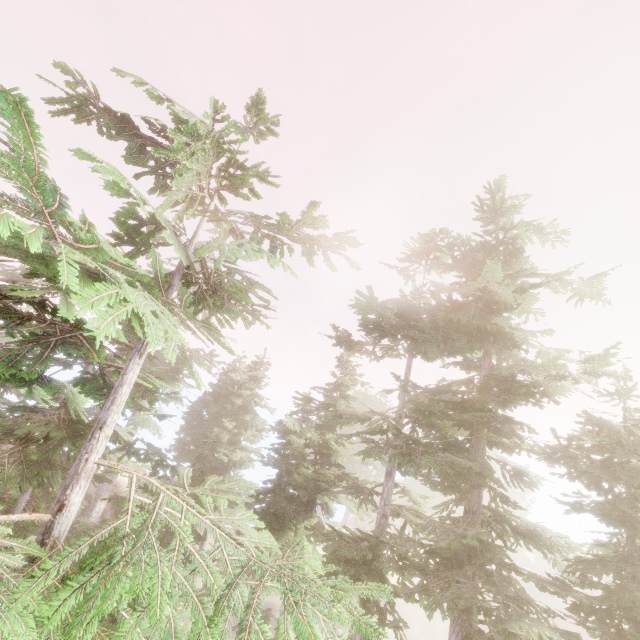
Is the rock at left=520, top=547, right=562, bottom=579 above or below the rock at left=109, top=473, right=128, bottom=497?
below

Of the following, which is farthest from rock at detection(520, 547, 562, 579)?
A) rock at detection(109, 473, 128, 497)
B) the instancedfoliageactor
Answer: rock at detection(109, 473, 128, 497)

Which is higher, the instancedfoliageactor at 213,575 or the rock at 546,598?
the instancedfoliageactor at 213,575

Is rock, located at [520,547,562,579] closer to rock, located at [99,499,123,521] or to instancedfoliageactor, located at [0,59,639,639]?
instancedfoliageactor, located at [0,59,639,639]

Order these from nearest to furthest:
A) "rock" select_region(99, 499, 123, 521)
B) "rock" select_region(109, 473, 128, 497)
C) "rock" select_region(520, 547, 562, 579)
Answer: "rock" select_region(99, 499, 123, 521) → "rock" select_region(109, 473, 128, 497) → "rock" select_region(520, 547, 562, 579)

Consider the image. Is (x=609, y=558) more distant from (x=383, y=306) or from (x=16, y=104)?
(x=16, y=104)

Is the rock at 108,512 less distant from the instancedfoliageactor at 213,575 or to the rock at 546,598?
the instancedfoliageactor at 213,575

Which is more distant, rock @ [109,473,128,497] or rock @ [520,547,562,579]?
rock @ [520,547,562,579]
